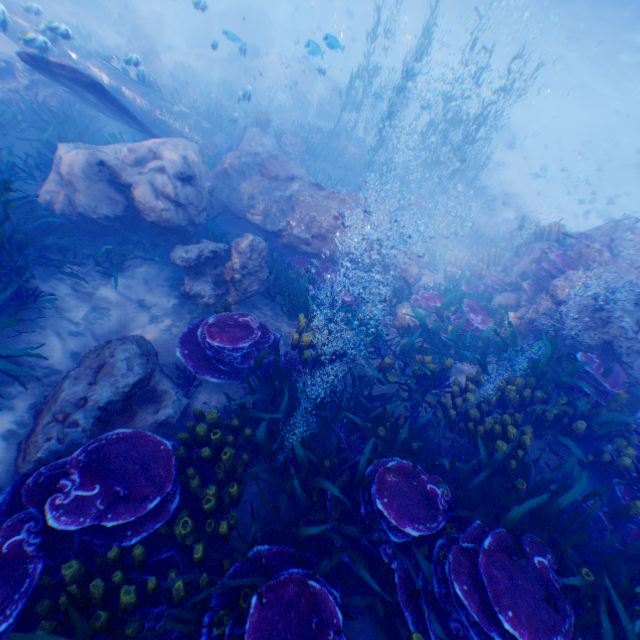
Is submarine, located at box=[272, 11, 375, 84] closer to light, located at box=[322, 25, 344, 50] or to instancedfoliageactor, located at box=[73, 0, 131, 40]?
light, located at box=[322, 25, 344, 50]

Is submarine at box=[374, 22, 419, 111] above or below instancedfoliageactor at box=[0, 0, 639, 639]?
above

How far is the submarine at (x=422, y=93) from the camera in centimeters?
1268cm

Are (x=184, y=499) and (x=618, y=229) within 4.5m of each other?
no

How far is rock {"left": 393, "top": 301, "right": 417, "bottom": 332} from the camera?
8.3 meters

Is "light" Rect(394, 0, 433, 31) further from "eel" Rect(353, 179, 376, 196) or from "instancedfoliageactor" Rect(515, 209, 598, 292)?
"eel" Rect(353, 179, 376, 196)

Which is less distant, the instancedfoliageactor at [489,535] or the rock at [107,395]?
the instancedfoliageactor at [489,535]
